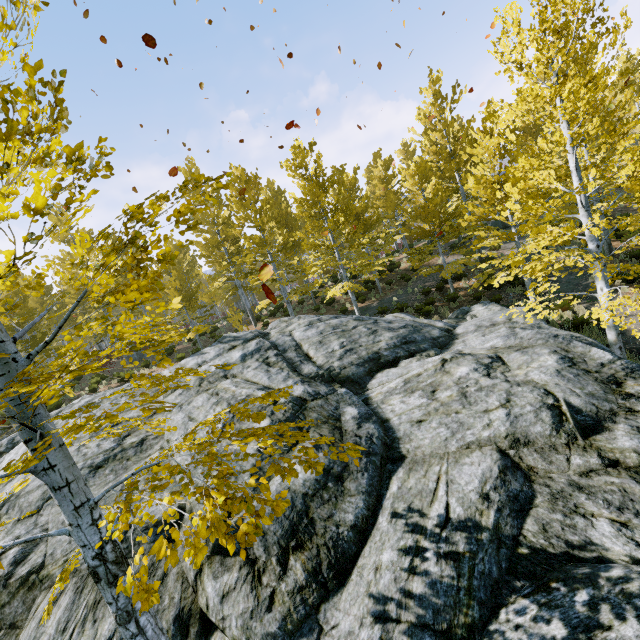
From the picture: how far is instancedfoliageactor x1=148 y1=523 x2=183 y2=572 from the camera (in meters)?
1.96

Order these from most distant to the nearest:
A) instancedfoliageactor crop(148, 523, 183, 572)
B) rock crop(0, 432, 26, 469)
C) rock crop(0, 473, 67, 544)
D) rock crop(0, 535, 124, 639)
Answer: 1. rock crop(0, 432, 26, 469)
2. rock crop(0, 473, 67, 544)
3. rock crop(0, 535, 124, 639)
4. instancedfoliageactor crop(148, 523, 183, 572)

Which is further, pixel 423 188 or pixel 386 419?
pixel 423 188

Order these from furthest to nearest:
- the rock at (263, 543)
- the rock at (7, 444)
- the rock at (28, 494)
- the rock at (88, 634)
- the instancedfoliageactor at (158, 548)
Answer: the rock at (7, 444), the rock at (28, 494), the rock at (88, 634), the rock at (263, 543), the instancedfoliageactor at (158, 548)

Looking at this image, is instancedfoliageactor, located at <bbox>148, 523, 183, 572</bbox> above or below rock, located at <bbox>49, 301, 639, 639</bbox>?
above

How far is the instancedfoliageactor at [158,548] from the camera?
2.0m

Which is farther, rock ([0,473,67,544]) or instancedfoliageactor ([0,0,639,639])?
rock ([0,473,67,544])
